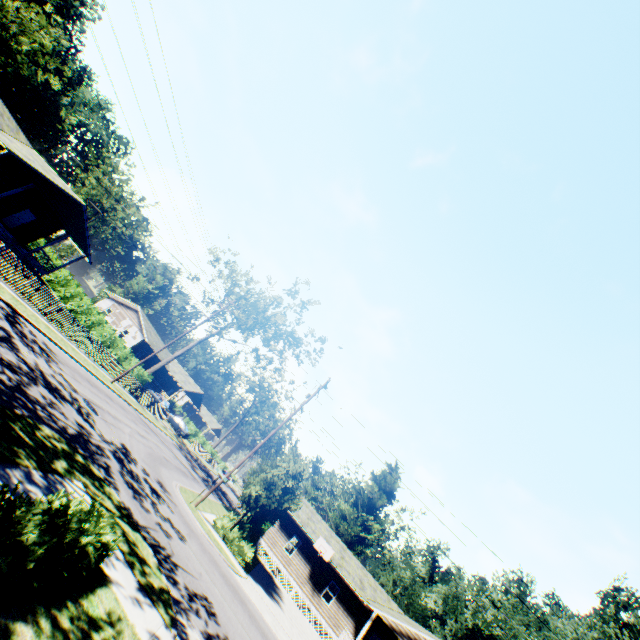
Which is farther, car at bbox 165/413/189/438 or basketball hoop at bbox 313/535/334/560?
car at bbox 165/413/189/438

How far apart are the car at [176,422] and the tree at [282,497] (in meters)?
27.78

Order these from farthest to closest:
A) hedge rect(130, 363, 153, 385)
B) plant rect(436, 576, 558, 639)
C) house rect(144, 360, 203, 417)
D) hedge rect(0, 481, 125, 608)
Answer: house rect(144, 360, 203, 417) < plant rect(436, 576, 558, 639) < hedge rect(130, 363, 153, 385) < hedge rect(0, 481, 125, 608)

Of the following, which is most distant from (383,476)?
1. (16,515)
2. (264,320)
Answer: (16,515)

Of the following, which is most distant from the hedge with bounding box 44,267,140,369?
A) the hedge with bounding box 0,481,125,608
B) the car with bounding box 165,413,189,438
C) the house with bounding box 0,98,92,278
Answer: the hedge with bounding box 0,481,125,608

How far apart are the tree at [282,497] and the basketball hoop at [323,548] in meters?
11.7 m

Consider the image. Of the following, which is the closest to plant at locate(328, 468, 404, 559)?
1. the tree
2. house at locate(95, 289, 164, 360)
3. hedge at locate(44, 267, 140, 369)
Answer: the tree

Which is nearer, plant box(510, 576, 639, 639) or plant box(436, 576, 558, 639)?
plant box(510, 576, 639, 639)
